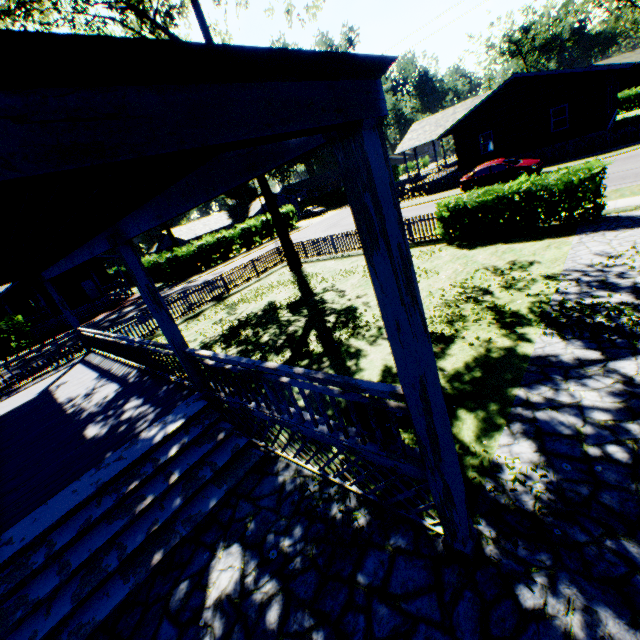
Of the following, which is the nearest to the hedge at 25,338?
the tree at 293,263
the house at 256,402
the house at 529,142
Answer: the house at 256,402

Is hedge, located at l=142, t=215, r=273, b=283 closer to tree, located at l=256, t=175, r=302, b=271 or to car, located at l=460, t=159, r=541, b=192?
tree, located at l=256, t=175, r=302, b=271

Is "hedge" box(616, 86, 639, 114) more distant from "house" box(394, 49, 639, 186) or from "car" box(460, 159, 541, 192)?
"car" box(460, 159, 541, 192)

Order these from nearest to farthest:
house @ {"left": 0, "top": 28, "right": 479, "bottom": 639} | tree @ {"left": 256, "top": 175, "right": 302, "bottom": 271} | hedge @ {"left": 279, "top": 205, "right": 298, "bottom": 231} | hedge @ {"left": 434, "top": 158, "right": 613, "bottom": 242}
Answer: house @ {"left": 0, "top": 28, "right": 479, "bottom": 639} < hedge @ {"left": 434, "top": 158, "right": 613, "bottom": 242} < tree @ {"left": 256, "top": 175, "right": 302, "bottom": 271} < hedge @ {"left": 279, "top": 205, "right": 298, "bottom": 231}

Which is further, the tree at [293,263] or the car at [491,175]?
the car at [491,175]

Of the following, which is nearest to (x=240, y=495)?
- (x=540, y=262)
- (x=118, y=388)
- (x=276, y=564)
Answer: (x=276, y=564)

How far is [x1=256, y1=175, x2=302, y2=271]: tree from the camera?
17.8m

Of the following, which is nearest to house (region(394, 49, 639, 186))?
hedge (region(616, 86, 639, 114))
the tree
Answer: hedge (region(616, 86, 639, 114))
